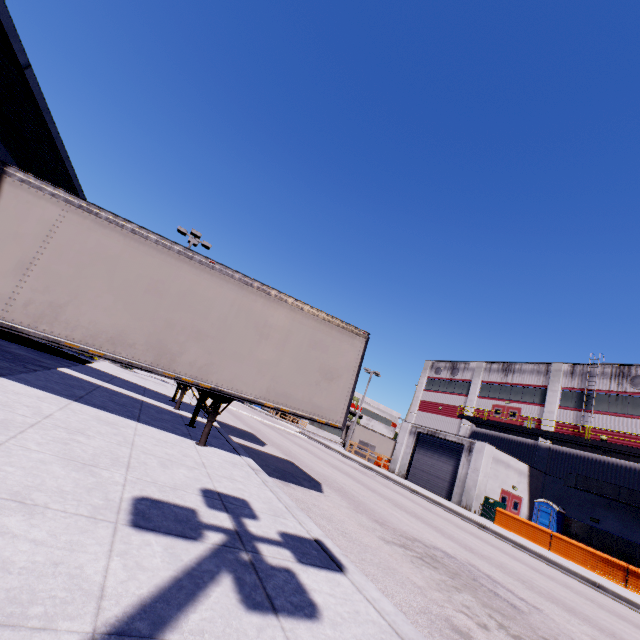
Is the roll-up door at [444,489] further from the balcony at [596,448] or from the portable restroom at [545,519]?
the portable restroom at [545,519]

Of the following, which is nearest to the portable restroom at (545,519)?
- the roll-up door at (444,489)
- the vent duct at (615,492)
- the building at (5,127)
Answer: the building at (5,127)

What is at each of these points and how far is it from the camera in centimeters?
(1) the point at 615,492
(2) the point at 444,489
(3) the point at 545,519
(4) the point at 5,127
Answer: (1) vent duct, 2184cm
(2) roll-up door, 2527cm
(3) portable restroom, 2395cm
(4) building, 1153cm

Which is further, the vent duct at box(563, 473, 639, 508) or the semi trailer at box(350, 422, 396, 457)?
the semi trailer at box(350, 422, 396, 457)

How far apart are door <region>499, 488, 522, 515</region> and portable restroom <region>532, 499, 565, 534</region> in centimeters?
77cm

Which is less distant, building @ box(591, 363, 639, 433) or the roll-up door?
building @ box(591, 363, 639, 433)

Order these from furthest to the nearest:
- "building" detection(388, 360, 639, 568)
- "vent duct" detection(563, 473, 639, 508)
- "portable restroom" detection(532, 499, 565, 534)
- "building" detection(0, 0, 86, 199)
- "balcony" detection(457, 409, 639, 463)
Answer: "portable restroom" detection(532, 499, 565, 534), "building" detection(388, 360, 639, 568), "balcony" detection(457, 409, 639, 463), "vent duct" detection(563, 473, 639, 508), "building" detection(0, 0, 86, 199)
